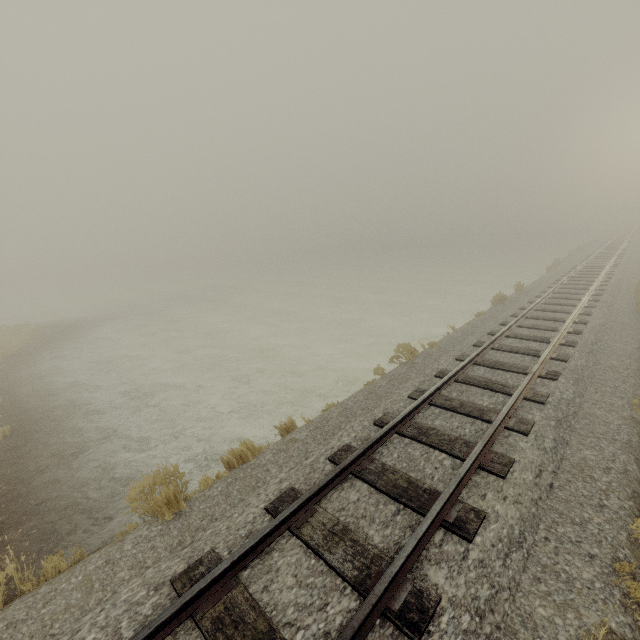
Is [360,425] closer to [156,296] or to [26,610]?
[26,610]
